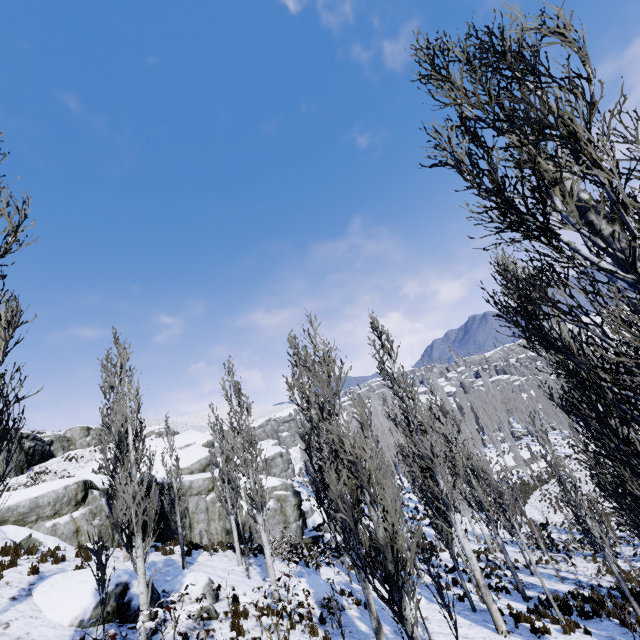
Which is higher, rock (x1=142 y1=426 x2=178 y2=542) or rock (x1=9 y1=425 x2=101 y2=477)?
rock (x1=9 y1=425 x2=101 y2=477)

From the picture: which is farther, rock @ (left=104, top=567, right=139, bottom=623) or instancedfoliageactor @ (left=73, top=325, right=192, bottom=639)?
rock @ (left=104, top=567, right=139, bottom=623)

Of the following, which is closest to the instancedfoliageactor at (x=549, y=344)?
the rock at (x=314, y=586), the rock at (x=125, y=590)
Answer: the rock at (x=314, y=586)

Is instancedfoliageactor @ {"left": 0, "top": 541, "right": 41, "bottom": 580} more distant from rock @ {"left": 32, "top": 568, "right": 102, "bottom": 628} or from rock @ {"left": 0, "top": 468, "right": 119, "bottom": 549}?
rock @ {"left": 32, "top": 568, "right": 102, "bottom": 628}

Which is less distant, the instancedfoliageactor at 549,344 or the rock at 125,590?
the instancedfoliageactor at 549,344

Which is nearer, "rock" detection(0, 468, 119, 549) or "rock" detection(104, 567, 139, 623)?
"rock" detection(104, 567, 139, 623)

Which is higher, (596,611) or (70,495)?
(70,495)

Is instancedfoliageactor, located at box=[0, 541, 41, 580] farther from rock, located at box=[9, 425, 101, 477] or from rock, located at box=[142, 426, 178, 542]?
rock, located at box=[9, 425, 101, 477]
